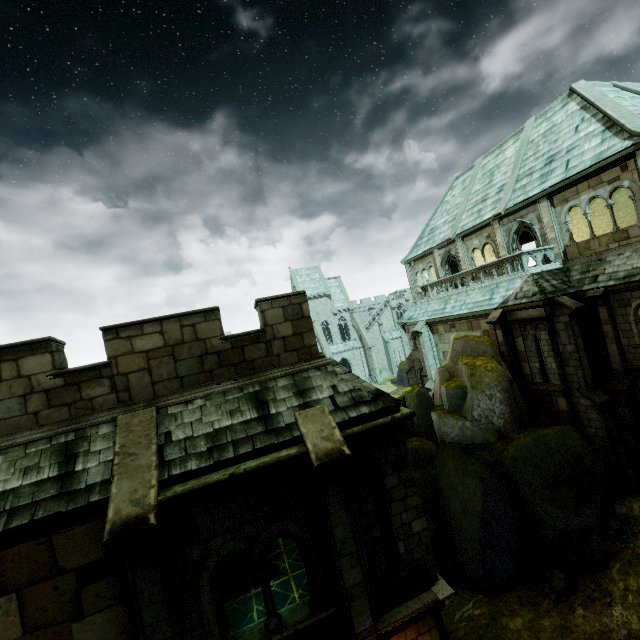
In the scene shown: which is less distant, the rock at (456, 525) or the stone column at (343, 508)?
the stone column at (343, 508)

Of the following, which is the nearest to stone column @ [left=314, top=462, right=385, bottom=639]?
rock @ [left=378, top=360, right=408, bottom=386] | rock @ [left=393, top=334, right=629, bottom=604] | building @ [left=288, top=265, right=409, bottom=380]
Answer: rock @ [left=393, top=334, right=629, bottom=604]

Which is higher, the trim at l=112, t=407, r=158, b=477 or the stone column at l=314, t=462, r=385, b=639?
the trim at l=112, t=407, r=158, b=477

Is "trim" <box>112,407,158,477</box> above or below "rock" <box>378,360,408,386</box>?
above

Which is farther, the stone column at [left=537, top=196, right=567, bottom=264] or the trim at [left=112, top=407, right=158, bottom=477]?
the stone column at [left=537, top=196, right=567, bottom=264]

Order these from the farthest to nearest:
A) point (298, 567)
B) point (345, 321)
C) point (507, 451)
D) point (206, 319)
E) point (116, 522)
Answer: point (345, 321) → point (507, 451) → point (298, 567) → point (206, 319) → point (116, 522)

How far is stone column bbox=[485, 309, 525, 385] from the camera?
16.7 meters

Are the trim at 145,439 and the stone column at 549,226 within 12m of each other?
no
